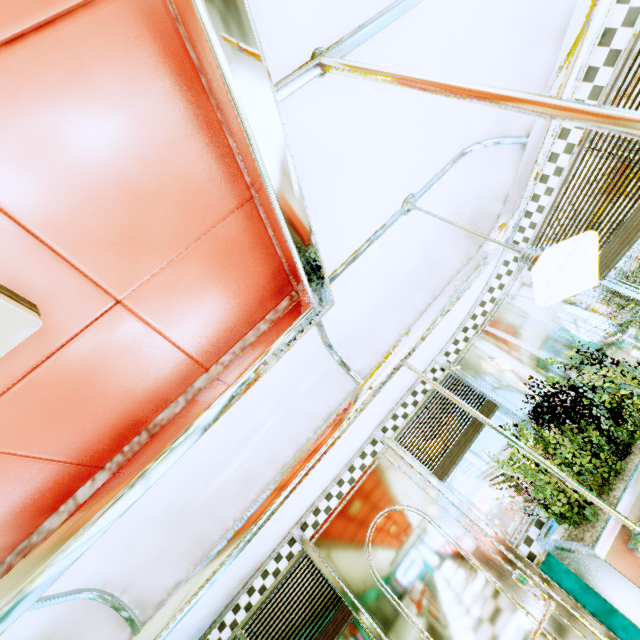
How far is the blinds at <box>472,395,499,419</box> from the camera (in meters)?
3.09

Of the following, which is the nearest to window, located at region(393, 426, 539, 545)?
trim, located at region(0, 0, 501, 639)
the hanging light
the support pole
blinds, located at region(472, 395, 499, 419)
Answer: blinds, located at region(472, 395, 499, 419)

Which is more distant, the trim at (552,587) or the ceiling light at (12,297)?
the trim at (552,587)

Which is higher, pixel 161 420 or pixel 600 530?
pixel 161 420

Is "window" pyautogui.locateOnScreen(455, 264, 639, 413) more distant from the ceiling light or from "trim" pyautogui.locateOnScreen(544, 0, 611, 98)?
the ceiling light

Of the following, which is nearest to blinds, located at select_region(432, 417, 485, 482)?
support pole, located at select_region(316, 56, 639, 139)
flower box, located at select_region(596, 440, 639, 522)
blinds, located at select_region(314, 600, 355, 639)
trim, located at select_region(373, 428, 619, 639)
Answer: trim, located at select_region(373, 428, 619, 639)

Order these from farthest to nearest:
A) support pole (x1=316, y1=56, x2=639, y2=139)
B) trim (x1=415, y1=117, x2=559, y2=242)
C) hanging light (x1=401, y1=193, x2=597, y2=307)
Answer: trim (x1=415, y1=117, x2=559, y2=242), hanging light (x1=401, y1=193, x2=597, y2=307), support pole (x1=316, y1=56, x2=639, y2=139)

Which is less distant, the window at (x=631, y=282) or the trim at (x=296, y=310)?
the trim at (x=296, y=310)
